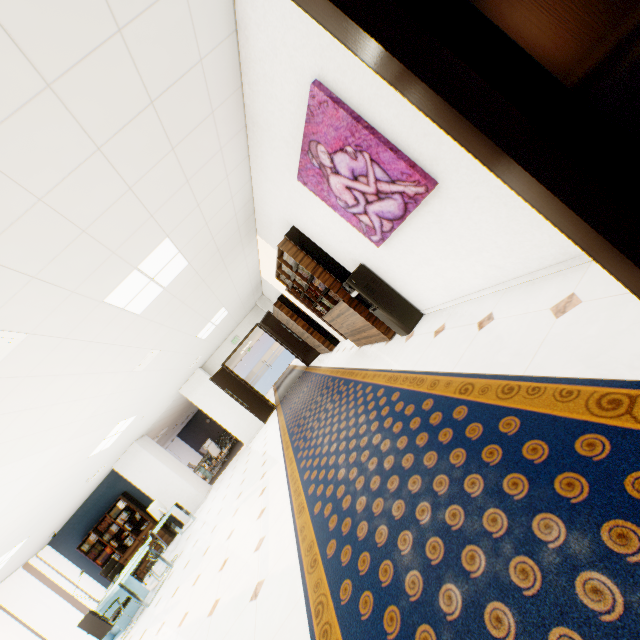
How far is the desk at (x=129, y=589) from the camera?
6.3m

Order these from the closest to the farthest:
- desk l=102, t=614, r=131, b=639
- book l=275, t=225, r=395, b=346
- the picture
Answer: the picture → book l=275, t=225, r=395, b=346 → desk l=102, t=614, r=131, b=639

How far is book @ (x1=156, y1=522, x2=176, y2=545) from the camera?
10.16m

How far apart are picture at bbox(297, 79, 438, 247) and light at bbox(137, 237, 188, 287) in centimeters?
166cm

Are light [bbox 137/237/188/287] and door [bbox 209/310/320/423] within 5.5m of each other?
no

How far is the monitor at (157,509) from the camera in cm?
880

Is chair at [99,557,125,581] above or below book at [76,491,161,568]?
below

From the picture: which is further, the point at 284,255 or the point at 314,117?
the point at 284,255
